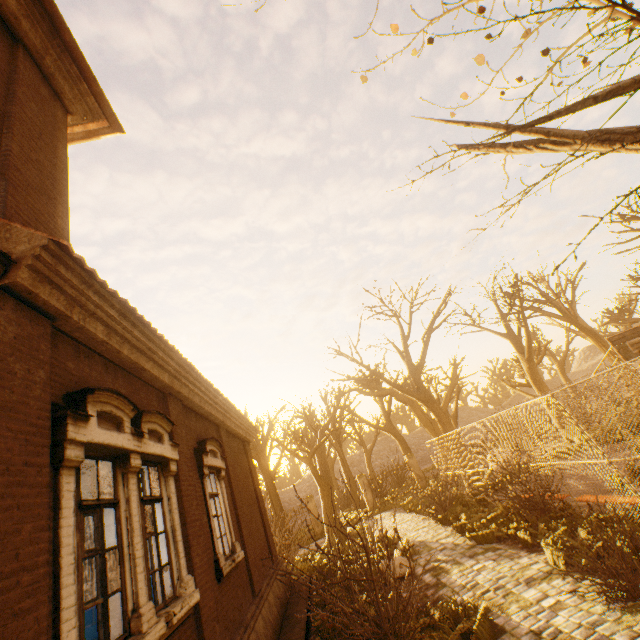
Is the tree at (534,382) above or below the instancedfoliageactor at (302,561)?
above

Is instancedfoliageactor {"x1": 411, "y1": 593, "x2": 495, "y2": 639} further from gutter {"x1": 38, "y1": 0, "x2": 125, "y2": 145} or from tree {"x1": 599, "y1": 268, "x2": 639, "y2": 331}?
gutter {"x1": 38, "y1": 0, "x2": 125, "y2": 145}

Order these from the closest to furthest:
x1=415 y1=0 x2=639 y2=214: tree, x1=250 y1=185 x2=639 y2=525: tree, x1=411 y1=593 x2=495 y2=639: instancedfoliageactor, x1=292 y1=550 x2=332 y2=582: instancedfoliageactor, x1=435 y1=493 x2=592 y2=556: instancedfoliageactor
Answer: x1=415 y1=0 x2=639 y2=214: tree
x1=411 y1=593 x2=495 y2=639: instancedfoliageactor
x1=435 y1=493 x2=592 y2=556: instancedfoliageactor
x1=292 y1=550 x2=332 y2=582: instancedfoliageactor
x1=250 y1=185 x2=639 y2=525: tree

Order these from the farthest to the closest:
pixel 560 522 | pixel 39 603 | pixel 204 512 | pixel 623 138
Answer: pixel 560 522
pixel 204 512
pixel 39 603
pixel 623 138

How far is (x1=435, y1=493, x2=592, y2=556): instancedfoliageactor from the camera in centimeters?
690cm

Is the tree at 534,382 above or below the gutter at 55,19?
below

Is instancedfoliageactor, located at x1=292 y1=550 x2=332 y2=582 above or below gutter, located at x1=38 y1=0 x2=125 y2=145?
below

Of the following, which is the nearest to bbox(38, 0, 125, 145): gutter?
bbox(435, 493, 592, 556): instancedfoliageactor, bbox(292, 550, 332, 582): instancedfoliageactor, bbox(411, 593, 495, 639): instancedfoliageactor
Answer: bbox(411, 593, 495, 639): instancedfoliageactor
